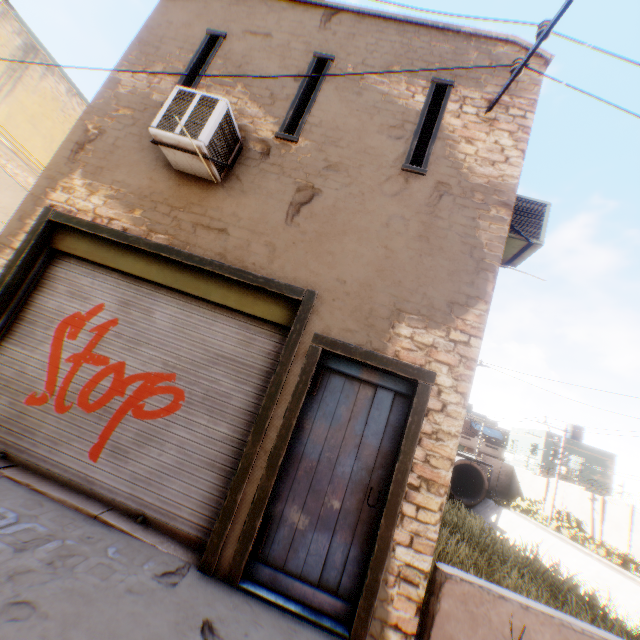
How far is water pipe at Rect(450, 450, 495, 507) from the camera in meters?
30.0 m

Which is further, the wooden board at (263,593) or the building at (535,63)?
the building at (535,63)

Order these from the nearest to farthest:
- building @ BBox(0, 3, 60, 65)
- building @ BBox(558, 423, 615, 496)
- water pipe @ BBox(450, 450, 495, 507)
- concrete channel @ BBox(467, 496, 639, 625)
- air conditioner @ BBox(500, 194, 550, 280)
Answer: air conditioner @ BBox(500, 194, 550, 280) < building @ BBox(0, 3, 60, 65) < concrete channel @ BBox(467, 496, 639, 625) < water pipe @ BBox(450, 450, 495, 507) < building @ BBox(558, 423, 615, 496)

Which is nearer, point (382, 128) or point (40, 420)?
point (40, 420)

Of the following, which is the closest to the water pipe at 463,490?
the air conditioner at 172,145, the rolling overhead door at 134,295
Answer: the rolling overhead door at 134,295

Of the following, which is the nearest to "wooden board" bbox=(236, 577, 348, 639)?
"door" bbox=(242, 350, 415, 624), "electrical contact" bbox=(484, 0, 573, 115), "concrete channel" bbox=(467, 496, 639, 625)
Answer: "door" bbox=(242, 350, 415, 624)

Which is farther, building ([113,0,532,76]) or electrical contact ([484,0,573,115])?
building ([113,0,532,76])

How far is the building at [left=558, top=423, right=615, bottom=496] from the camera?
32.34m
